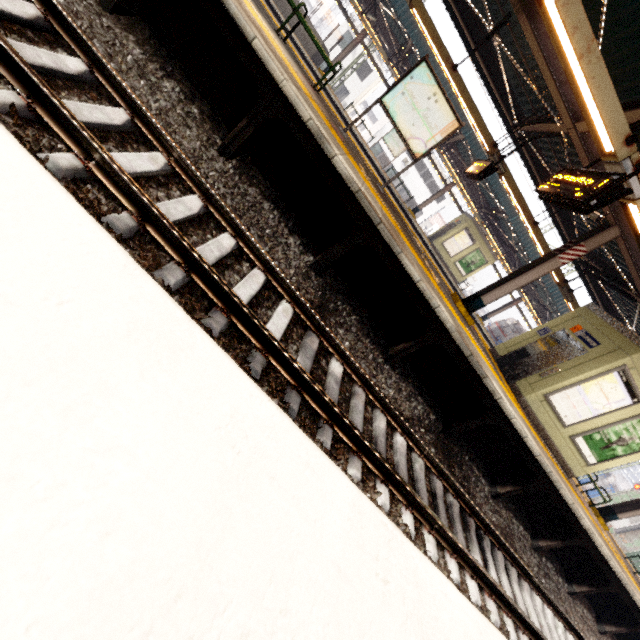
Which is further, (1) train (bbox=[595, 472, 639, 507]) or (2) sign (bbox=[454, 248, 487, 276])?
(1) train (bbox=[595, 472, 639, 507])

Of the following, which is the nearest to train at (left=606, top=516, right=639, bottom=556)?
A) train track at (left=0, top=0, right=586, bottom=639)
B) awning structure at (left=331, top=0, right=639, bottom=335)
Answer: awning structure at (left=331, top=0, right=639, bottom=335)

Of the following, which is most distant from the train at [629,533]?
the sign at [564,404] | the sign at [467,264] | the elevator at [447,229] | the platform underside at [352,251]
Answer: the platform underside at [352,251]

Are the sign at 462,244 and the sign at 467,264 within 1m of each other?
yes

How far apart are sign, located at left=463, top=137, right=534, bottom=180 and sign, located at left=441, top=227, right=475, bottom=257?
11.46m

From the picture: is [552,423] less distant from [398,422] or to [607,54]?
[398,422]

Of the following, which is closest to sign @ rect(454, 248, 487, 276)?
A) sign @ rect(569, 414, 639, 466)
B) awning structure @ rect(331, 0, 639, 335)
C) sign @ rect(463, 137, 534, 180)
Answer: awning structure @ rect(331, 0, 639, 335)

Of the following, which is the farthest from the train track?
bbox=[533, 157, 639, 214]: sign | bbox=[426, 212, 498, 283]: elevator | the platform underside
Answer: bbox=[426, 212, 498, 283]: elevator
